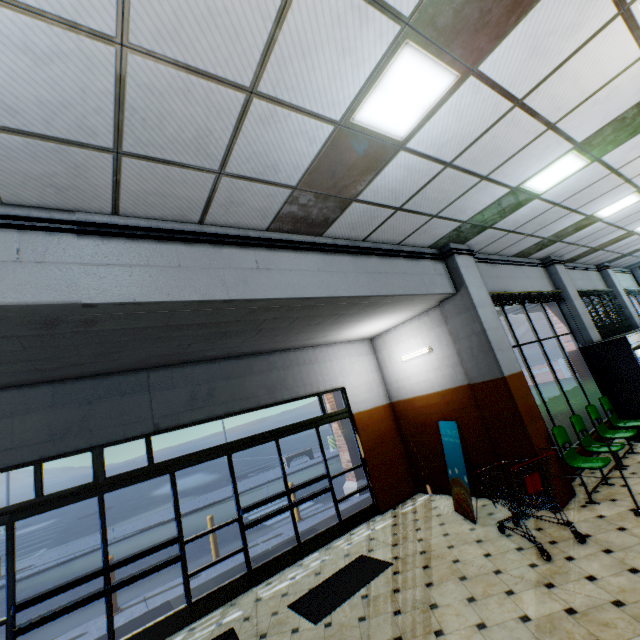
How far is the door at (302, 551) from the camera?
5.7m

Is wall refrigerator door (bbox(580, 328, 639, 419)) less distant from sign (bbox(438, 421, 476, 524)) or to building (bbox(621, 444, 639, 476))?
building (bbox(621, 444, 639, 476))

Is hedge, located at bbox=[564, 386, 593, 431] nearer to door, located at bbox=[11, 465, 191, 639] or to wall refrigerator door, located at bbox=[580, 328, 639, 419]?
wall refrigerator door, located at bbox=[580, 328, 639, 419]

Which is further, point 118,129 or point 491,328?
point 491,328

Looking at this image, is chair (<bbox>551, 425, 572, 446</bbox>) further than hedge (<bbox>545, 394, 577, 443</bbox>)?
No

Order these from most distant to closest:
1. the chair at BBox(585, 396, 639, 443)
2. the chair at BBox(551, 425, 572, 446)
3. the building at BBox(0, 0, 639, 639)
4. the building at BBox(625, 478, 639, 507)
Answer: the chair at BBox(585, 396, 639, 443), the chair at BBox(551, 425, 572, 446), the building at BBox(625, 478, 639, 507), the building at BBox(0, 0, 639, 639)

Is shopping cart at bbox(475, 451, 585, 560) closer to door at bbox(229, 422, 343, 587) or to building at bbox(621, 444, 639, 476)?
building at bbox(621, 444, 639, 476)

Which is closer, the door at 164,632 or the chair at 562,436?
the door at 164,632
